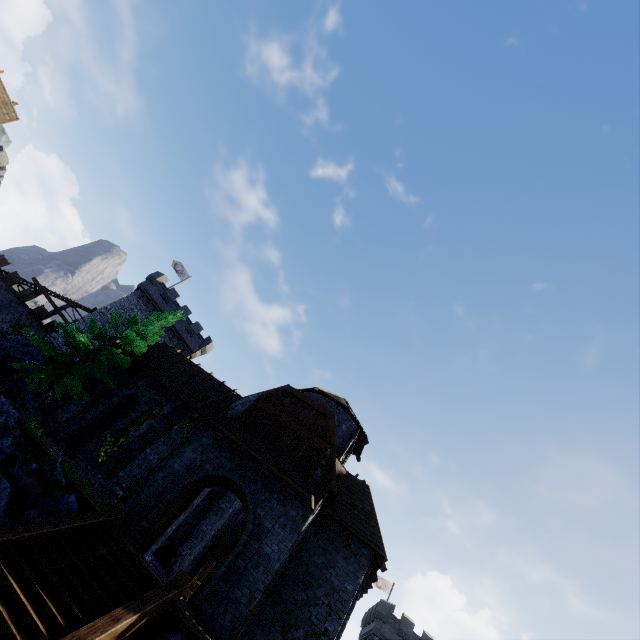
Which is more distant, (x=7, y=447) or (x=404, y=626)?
(x=404, y=626)

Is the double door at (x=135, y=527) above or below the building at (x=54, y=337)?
below

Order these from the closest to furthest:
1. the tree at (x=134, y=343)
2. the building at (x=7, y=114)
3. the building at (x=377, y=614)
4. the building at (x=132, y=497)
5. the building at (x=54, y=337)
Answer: the building at (x=132, y=497) < the tree at (x=134, y=343) < the building at (x=7, y=114) < the building at (x=54, y=337) < the building at (x=377, y=614)

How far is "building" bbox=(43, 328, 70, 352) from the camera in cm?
3203

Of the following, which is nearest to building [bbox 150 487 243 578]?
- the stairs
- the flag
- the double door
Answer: the double door

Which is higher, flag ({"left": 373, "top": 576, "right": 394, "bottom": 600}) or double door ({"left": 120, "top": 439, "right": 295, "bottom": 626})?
flag ({"left": 373, "top": 576, "right": 394, "bottom": 600})

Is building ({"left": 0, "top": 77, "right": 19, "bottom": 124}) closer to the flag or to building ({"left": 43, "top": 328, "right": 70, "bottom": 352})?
building ({"left": 43, "top": 328, "right": 70, "bottom": 352})

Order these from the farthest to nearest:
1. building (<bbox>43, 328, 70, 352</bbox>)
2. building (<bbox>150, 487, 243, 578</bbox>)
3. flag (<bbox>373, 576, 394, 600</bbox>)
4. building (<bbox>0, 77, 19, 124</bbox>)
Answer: flag (<bbox>373, 576, 394, 600</bbox>) → building (<bbox>43, 328, 70, 352</bbox>) → building (<bbox>0, 77, 19, 124</bbox>) → building (<bbox>150, 487, 243, 578</bbox>)
